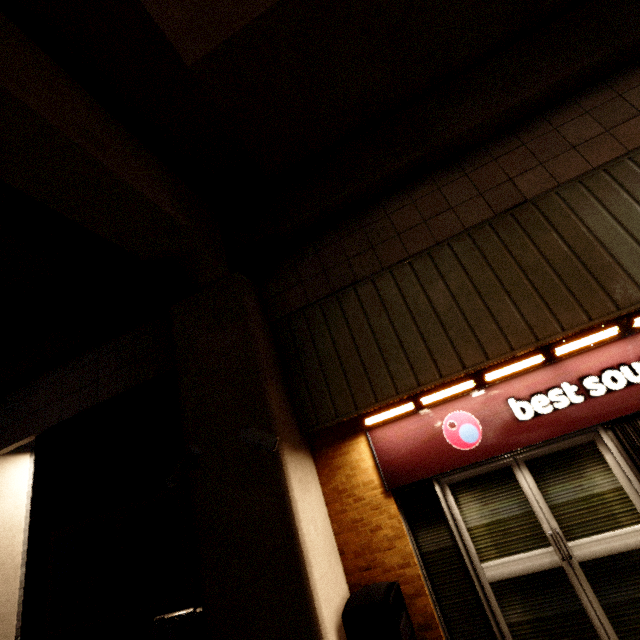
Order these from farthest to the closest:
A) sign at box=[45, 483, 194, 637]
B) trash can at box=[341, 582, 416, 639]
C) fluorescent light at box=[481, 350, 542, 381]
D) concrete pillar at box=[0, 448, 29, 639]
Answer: concrete pillar at box=[0, 448, 29, 639] → sign at box=[45, 483, 194, 637] → fluorescent light at box=[481, 350, 542, 381] → trash can at box=[341, 582, 416, 639]

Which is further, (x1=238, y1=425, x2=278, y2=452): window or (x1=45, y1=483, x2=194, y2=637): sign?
(x1=45, y1=483, x2=194, y2=637): sign

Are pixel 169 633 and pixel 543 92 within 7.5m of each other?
no

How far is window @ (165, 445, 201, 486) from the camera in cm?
387

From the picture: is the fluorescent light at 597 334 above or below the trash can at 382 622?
above

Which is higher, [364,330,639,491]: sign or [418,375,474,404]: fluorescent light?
[418,375,474,404]: fluorescent light

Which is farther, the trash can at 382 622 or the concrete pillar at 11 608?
the concrete pillar at 11 608

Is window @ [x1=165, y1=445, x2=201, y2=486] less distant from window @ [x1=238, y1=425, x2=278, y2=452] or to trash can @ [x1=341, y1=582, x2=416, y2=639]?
window @ [x1=238, y1=425, x2=278, y2=452]
